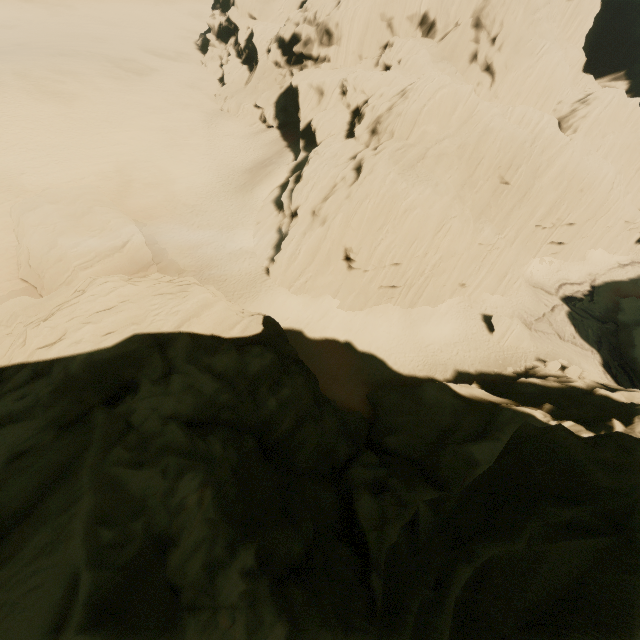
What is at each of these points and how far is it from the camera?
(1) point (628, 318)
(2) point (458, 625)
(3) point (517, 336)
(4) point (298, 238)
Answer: (1) rock, 36.22m
(2) rock, 2.98m
(3) rock, 32.97m
(4) rock, 29.44m

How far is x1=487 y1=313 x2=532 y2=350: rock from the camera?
32.9 meters

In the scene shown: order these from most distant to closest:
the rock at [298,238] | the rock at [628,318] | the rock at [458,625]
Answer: the rock at [628,318] → the rock at [298,238] → the rock at [458,625]

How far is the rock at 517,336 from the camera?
32.9 meters

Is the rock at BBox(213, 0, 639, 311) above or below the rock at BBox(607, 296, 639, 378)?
above

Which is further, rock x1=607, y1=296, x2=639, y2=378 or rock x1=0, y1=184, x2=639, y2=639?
rock x1=607, y1=296, x2=639, y2=378

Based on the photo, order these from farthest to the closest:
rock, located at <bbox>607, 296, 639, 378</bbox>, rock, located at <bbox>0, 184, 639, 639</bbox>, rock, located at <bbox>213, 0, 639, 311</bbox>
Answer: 1. rock, located at <bbox>607, 296, 639, 378</bbox>
2. rock, located at <bbox>213, 0, 639, 311</bbox>
3. rock, located at <bbox>0, 184, 639, 639</bbox>
